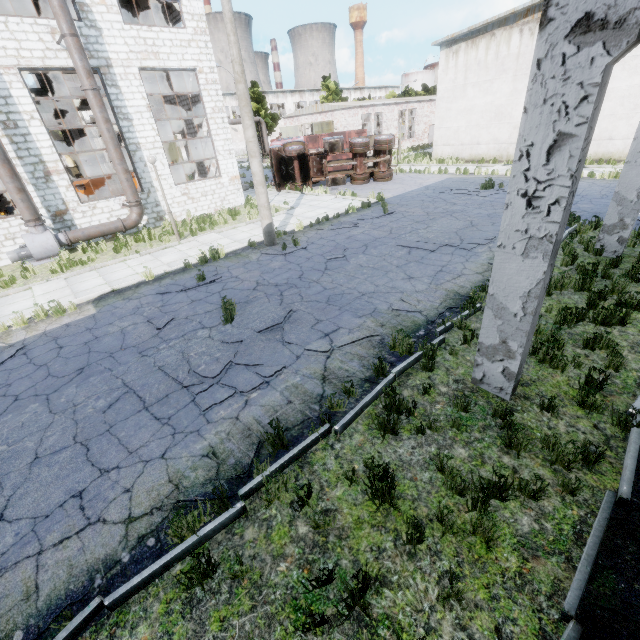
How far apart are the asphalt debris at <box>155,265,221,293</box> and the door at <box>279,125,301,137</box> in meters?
34.3 m

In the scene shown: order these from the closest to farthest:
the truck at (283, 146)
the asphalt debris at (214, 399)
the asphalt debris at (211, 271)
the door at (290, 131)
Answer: the asphalt debris at (214, 399)
the asphalt debris at (211, 271)
the truck at (283, 146)
the door at (290, 131)

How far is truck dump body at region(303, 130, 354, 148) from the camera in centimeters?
2536cm

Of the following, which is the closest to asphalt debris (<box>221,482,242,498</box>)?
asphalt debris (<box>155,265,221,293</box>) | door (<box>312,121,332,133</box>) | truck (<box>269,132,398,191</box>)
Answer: asphalt debris (<box>155,265,221,293</box>)

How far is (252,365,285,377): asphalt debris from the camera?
5.87m

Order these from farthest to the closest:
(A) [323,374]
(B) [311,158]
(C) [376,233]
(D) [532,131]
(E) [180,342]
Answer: (B) [311,158], (C) [376,233], (E) [180,342], (A) [323,374], (D) [532,131]

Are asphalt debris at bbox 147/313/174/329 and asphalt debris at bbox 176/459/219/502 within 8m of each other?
yes

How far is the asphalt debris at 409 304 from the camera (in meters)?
7.43
